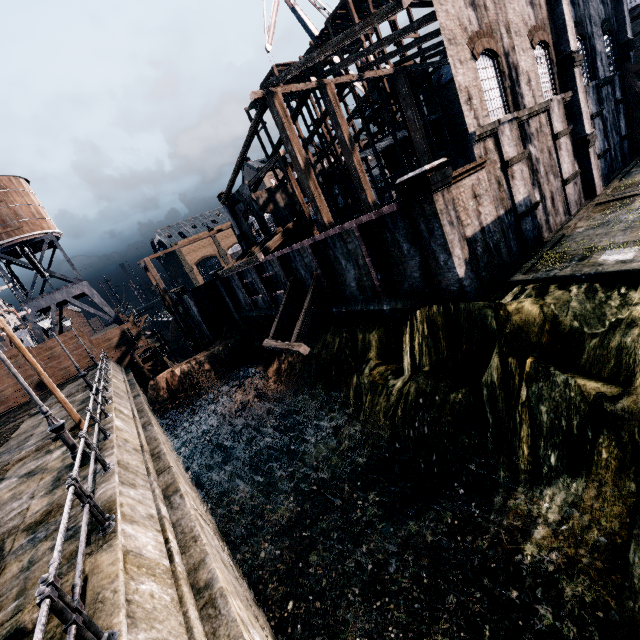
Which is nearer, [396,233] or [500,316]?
[500,316]

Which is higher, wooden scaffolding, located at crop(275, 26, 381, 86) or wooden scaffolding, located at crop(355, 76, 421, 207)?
wooden scaffolding, located at crop(275, 26, 381, 86)

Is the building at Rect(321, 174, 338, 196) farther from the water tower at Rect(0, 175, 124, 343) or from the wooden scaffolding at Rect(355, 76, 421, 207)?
the water tower at Rect(0, 175, 124, 343)

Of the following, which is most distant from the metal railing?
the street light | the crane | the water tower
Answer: the crane

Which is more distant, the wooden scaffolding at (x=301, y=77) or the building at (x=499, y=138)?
the wooden scaffolding at (x=301, y=77)

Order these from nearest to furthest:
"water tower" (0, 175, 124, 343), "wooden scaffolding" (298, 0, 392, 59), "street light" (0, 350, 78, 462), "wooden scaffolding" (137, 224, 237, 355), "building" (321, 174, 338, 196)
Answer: "street light" (0, 350, 78, 462)
"wooden scaffolding" (298, 0, 392, 59)
"water tower" (0, 175, 124, 343)
"wooden scaffolding" (137, 224, 237, 355)
"building" (321, 174, 338, 196)

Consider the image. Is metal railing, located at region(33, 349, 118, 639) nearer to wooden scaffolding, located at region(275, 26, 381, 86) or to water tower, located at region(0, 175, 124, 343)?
water tower, located at region(0, 175, 124, 343)

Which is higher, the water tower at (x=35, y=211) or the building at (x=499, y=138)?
the water tower at (x=35, y=211)
